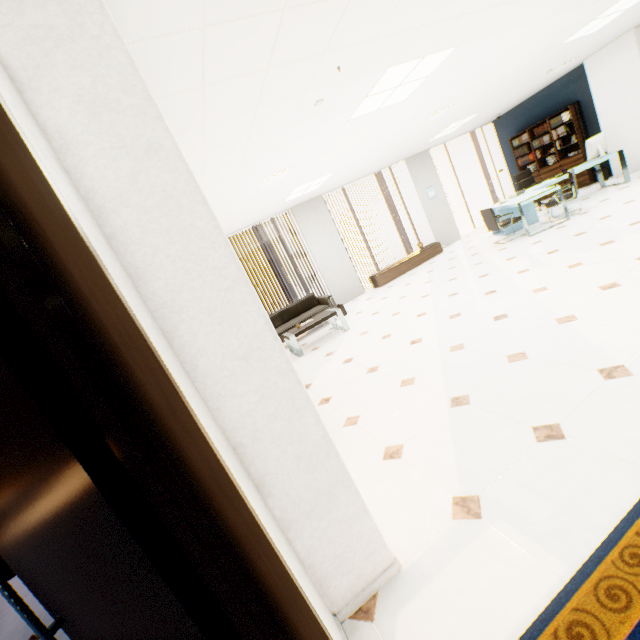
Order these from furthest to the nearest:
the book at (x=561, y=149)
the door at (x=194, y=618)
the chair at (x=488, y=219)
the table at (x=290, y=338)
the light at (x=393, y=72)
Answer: the book at (x=561, y=149), the chair at (x=488, y=219), the table at (x=290, y=338), the light at (x=393, y=72), the door at (x=194, y=618)

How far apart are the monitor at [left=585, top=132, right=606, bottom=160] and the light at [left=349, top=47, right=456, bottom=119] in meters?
5.7 m

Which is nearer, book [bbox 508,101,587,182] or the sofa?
the sofa

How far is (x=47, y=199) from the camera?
0.7m

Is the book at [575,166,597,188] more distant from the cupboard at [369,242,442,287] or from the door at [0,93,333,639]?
the door at [0,93,333,639]

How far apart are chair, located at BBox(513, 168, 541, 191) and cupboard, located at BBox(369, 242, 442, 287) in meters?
2.5

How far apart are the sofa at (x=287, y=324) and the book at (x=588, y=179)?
7.93m

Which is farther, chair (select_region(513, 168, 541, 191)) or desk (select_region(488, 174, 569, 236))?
chair (select_region(513, 168, 541, 191))
